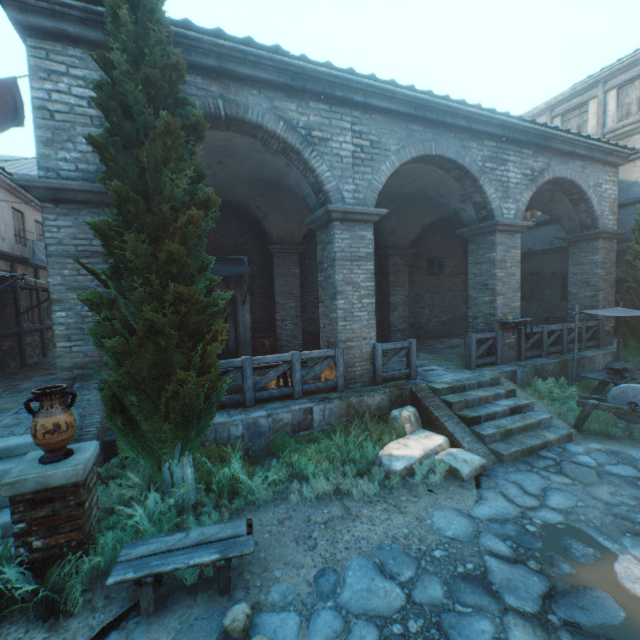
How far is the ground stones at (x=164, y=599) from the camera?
3.3 meters

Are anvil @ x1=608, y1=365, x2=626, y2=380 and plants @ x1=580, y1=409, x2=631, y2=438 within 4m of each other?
yes

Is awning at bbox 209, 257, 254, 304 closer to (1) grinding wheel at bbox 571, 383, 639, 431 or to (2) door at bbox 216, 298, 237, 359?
(2) door at bbox 216, 298, 237, 359

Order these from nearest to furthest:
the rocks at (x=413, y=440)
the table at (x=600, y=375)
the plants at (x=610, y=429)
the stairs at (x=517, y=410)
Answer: the rocks at (x=413, y=440)
the stairs at (x=517, y=410)
the plants at (x=610, y=429)
the table at (x=600, y=375)

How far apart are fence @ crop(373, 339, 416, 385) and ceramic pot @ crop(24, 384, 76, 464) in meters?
5.5 m

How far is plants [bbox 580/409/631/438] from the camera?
6.6 meters

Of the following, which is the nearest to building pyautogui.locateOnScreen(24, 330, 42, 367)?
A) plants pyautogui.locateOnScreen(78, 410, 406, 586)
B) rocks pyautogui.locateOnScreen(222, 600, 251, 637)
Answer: plants pyautogui.locateOnScreen(78, 410, 406, 586)

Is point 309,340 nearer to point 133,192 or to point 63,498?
point 133,192
